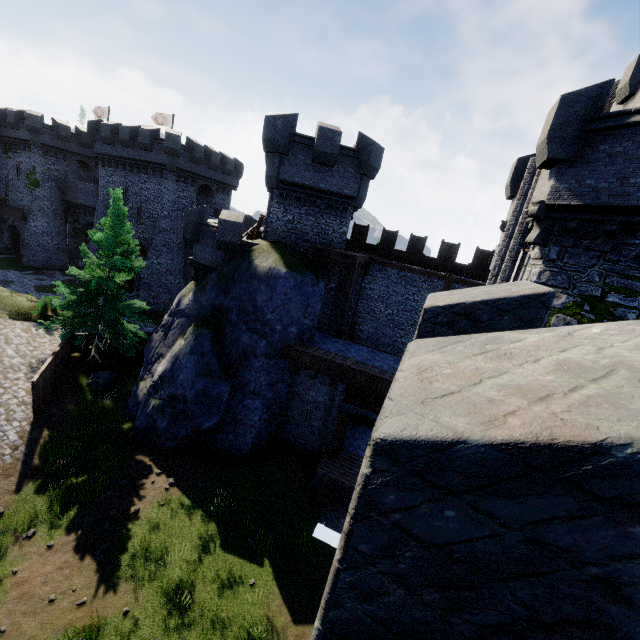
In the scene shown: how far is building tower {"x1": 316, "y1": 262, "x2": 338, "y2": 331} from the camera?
20.97m

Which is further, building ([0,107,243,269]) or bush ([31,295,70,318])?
building ([0,107,243,269])

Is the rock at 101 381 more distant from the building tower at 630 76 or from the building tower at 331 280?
the building tower at 630 76

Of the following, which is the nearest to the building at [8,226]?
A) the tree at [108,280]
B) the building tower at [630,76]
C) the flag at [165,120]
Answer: the flag at [165,120]

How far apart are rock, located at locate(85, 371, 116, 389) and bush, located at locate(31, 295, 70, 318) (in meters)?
5.78

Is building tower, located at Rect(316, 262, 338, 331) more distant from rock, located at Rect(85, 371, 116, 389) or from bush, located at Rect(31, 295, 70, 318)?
bush, located at Rect(31, 295, 70, 318)

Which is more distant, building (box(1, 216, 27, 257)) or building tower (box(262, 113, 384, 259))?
building (box(1, 216, 27, 257))

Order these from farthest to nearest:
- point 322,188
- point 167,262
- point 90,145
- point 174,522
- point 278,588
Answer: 1. point 90,145
2. point 167,262
3. point 322,188
4. point 174,522
5. point 278,588
